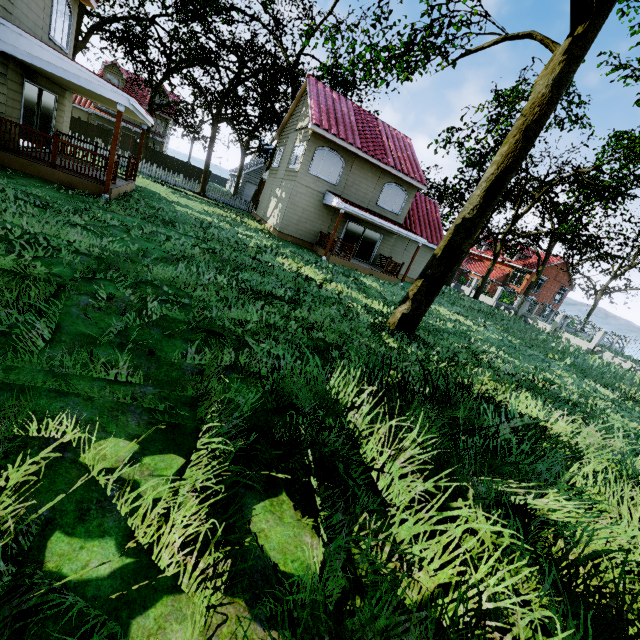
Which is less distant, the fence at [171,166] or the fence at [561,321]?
the fence at [561,321]

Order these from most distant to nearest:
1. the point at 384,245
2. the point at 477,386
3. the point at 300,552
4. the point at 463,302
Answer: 1. the point at 463,302
2. the point at 384,245
3. the point at 477,386
4. the point at 300,552

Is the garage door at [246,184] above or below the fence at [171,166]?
above

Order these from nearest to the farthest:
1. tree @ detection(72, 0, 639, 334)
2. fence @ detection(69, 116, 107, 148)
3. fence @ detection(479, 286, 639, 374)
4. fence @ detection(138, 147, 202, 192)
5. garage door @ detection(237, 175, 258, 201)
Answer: tree @ detection(72, 0, 639, 334) < fence @ detection(479, 286, 639, 374) < fence @ detection(138, 147, 202, 192) < fence @ detection(69, 116, 107, 148) < garage door @ detection(237, 175, 258, 201)

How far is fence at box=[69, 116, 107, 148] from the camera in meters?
34.6 m

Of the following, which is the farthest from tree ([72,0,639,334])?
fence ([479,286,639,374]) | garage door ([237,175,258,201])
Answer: garage door ([237,175,258,201])

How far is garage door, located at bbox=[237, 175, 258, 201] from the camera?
42.62m

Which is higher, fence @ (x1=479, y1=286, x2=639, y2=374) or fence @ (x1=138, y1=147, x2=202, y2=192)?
fence @ (x1=479, y1=286, x2=639, y2=374)
